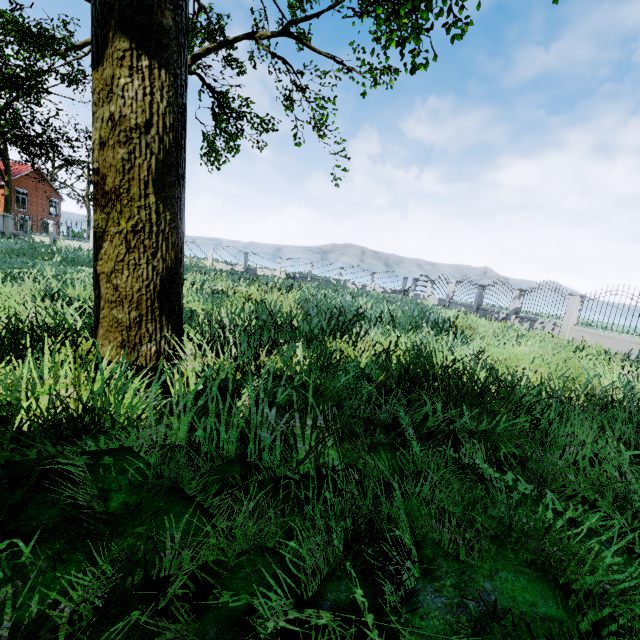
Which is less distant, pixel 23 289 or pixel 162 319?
pixel 162 319

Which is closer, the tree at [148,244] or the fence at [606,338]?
the tree at [148,244]

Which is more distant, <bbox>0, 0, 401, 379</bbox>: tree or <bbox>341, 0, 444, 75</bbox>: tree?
<bbox>341, 0, 444, 75</bbox>: tree

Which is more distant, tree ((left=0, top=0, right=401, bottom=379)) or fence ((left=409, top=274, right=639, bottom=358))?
fence ((left=409, top=274, right=639, bottom=358))

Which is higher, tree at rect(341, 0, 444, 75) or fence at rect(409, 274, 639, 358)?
tree at rect(341, 0, 444, 75)

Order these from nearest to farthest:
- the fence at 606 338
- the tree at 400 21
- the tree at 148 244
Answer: the tree at 148 244
the tree at 400 21
the fence at 606 338

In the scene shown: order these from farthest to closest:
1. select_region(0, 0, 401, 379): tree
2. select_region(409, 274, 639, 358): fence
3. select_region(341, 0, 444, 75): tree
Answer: select_region(409, 274, 639, 358): fence < select_region(341, 0, 444, 75): tree < select_region(0, 0, 401, 379): tree
